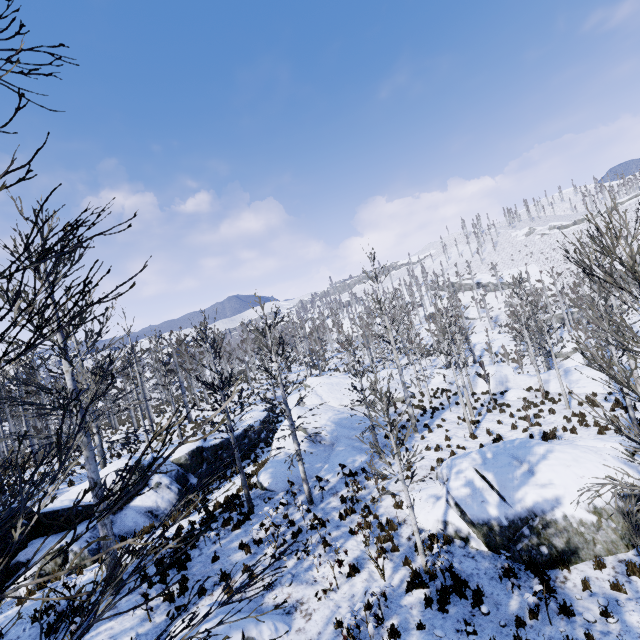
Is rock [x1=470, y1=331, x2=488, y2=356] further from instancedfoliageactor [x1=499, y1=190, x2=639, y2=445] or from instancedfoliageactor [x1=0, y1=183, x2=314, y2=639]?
instancedfoliageactor [x1=0, y1=183, x2=314, y2=639]

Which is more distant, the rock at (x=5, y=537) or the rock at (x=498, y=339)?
the rock at (x=498, y=339)

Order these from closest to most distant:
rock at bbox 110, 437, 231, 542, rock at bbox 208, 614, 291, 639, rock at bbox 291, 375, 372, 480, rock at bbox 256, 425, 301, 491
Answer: rock at bbox 208, 614, 291, 639, rock at bbox 110, 437, 231, 542, rock at bbox 256, 425, 301, 491, rock at bbox 291, 375, 372, 480

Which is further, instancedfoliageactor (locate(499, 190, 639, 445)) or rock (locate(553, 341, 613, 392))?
rock (locate(553, 341, 613, 392))

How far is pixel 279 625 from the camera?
7.9m

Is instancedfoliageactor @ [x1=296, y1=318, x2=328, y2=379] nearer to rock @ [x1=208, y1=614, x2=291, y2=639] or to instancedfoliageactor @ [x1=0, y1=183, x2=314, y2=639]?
rock @ [x1=208, y1=614, x2=291, y2=639]

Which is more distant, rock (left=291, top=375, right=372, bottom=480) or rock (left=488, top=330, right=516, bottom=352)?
rock (left=488, top=330, right=516, bottom=352)

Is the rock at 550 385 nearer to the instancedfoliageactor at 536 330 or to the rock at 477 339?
the instancedfoliageactor at 536 330
